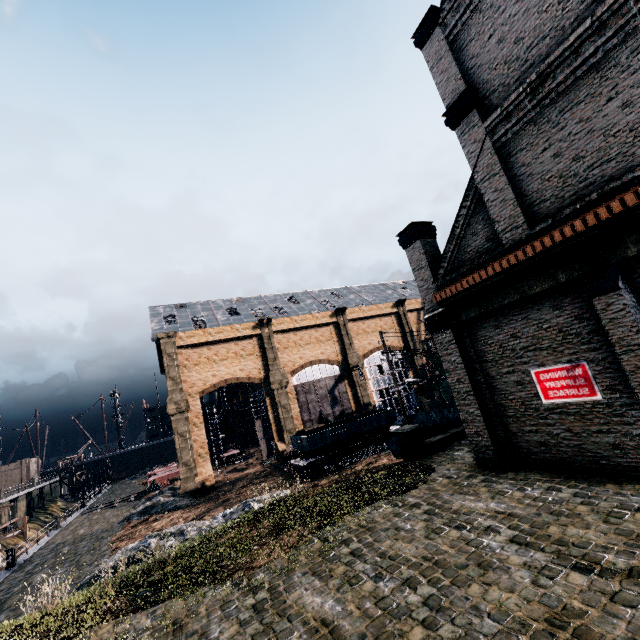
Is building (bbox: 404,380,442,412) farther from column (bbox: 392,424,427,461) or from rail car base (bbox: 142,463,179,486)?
rail car base (bbox: 142,463,179,486)

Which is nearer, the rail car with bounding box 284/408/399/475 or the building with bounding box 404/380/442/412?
the rail car with bounding box 284/408/399/475

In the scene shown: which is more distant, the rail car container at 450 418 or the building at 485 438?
the rail car container at 450 418

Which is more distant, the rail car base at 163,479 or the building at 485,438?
the rail car base at 163,479

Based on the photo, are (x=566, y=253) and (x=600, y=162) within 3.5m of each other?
yes

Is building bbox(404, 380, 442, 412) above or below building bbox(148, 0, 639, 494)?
below

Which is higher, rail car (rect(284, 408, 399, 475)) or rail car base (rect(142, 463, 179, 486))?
rail car base (rect(142, 463, 179, 486))

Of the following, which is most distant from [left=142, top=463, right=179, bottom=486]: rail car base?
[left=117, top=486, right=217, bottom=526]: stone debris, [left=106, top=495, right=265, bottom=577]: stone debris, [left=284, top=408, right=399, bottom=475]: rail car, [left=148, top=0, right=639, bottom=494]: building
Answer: [left=106, top=495, right=265, bottom=577]: stone debris
